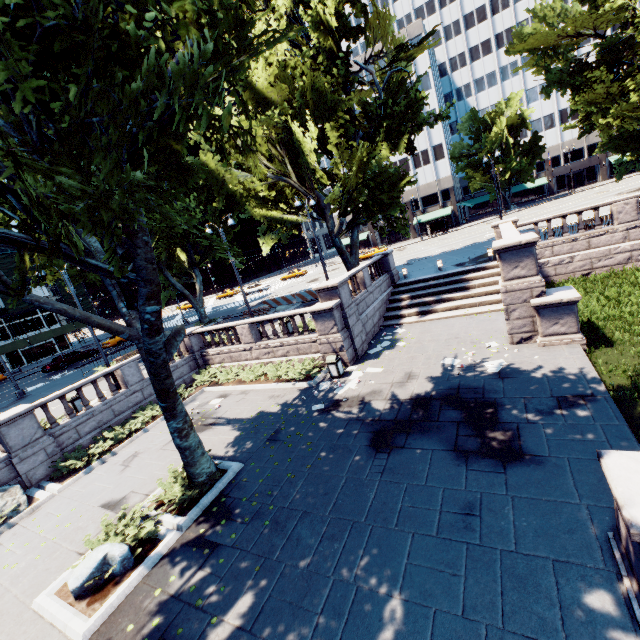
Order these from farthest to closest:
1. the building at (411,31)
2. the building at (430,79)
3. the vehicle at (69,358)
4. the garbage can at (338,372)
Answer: the building at (430,79) → the building at (411,31) → the vehicle at (69,358) → the garbage can at (338,372)

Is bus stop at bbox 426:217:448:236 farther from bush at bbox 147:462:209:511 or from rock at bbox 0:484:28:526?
rock at bbox 0:484:28:526

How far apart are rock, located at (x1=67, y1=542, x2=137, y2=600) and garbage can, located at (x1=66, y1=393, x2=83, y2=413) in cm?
1004

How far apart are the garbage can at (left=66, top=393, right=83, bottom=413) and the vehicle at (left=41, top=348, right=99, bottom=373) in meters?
21.3

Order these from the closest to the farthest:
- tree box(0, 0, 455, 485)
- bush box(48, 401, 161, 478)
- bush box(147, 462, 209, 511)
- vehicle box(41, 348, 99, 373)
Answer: tree box(0, 0, 455, 485) < bush box(147, 462, 209, 511) < bush box(48, 401, 161, 478) < vehicle box(41, 348, 99, 373)

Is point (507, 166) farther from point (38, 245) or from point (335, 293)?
point (38, 245)

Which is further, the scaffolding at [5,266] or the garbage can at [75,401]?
the scaffolding at [5,266]

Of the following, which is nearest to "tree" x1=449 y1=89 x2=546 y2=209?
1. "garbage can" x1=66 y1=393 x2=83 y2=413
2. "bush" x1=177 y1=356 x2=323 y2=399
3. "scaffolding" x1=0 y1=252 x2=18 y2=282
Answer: "bush" x1=177 y1=356 x2=323 y2=399
